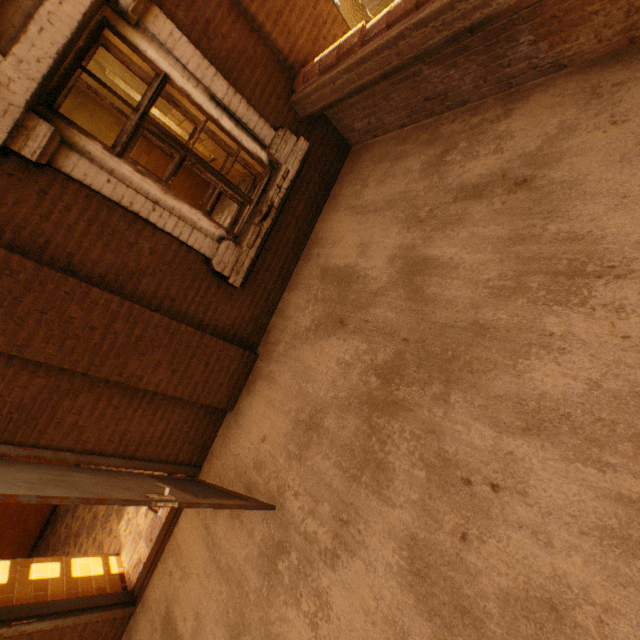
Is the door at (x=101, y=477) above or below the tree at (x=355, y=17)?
above

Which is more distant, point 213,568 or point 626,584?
point 213,568

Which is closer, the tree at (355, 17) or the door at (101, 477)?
the door at (101, 477)

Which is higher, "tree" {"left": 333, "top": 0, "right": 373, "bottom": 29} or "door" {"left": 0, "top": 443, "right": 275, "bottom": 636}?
"door" {"left": 0, "top": 443, "right": 275, "bottom": 636}

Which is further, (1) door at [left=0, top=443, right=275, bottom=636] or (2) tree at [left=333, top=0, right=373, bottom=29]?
(2) tree at [left=333, top=0, right=373, bottom=29]
